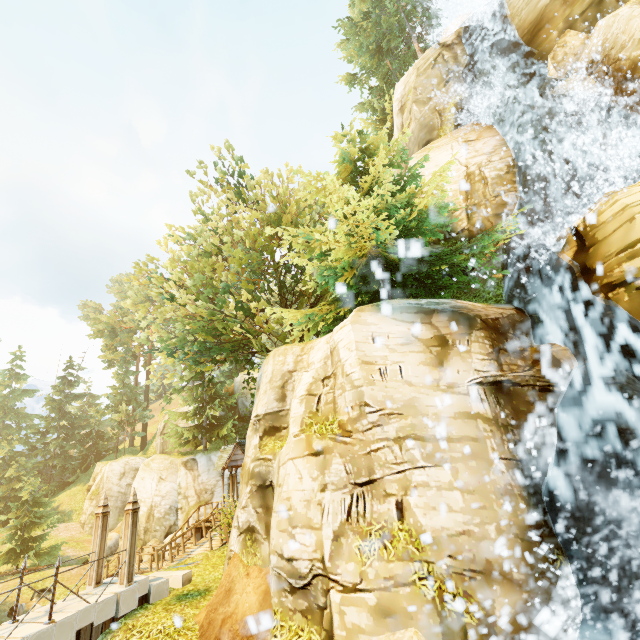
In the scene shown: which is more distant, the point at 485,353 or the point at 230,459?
the point at 230,459

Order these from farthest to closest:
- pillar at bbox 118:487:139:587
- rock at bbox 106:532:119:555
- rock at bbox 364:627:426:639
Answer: rock at bbox 106:532:119:555
pillar at bbox 118:487:139:587
rock at bbox 364:627:426:639

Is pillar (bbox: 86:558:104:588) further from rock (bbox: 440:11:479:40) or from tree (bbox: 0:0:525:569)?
rock (bbox: 440:11:479:40)

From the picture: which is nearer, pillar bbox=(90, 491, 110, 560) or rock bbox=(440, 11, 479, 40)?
pillar bbox=(90, 491, 110, 560)

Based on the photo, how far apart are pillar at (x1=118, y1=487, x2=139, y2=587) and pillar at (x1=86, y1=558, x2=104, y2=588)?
1.0m

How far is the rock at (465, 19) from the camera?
20.39m

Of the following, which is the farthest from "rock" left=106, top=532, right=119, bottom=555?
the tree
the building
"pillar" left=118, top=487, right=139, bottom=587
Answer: "pillar" left=118, top=487, right=139, bottom=587

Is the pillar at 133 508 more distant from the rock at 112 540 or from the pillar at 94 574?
the rock at 112 540
